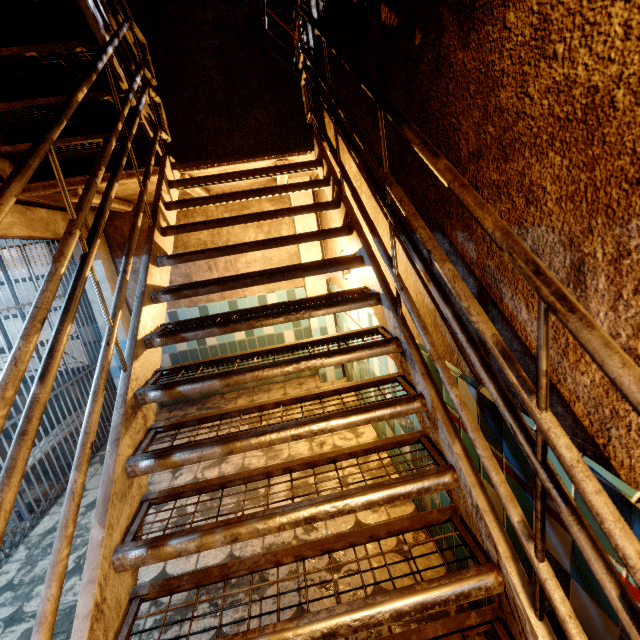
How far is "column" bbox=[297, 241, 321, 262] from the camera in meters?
4.5 m

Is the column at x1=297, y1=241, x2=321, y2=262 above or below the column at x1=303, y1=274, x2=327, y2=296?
above

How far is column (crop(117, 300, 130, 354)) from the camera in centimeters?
444cm

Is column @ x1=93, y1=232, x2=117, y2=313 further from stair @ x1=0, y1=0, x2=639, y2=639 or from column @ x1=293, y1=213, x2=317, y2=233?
column @ x1=293, y1=213, x2=317, y2=233

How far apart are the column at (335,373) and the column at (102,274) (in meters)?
2.54

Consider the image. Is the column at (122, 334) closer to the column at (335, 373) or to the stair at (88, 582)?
the stair at (88, 582)

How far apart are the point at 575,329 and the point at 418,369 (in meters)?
0.86

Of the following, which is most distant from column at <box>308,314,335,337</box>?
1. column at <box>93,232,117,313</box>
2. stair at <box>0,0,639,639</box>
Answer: column at <box>93,232,117,313</box>
